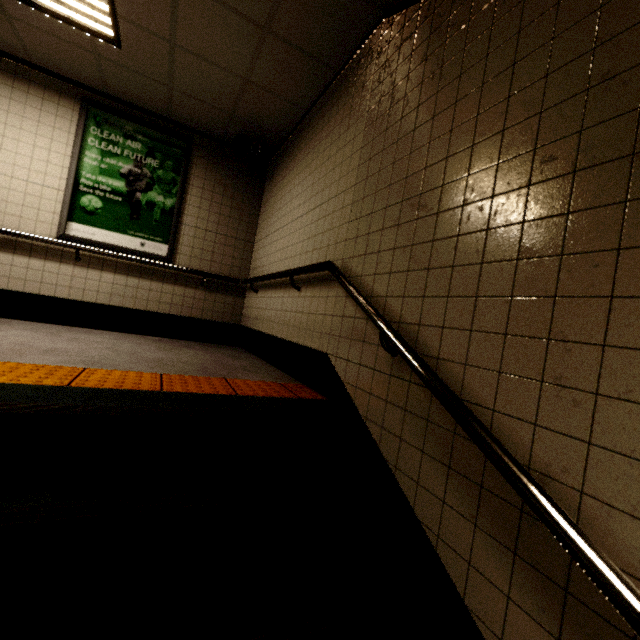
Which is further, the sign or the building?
the sign

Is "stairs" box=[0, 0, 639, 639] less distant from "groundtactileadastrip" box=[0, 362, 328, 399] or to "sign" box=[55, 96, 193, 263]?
"groundtactileadastrip" box=[0, 362, 328, 399]

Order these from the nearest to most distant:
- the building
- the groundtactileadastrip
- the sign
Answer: the groundtactileadastrip, the building, the sign

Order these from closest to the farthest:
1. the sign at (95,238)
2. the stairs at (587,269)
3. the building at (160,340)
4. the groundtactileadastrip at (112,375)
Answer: the stairs at (587,269)
the groundtactileadastrip at (112,375)
the building at (160,340)
the sign at (95,238)

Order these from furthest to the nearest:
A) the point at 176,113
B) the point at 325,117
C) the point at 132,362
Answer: the point at 176,113
the point at 325,117
the point at 132,362

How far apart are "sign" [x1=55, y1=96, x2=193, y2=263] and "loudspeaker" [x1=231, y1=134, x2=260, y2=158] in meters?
0.7

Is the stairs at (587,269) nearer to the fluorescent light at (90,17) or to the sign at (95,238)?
the fluorescent light at (90,17)

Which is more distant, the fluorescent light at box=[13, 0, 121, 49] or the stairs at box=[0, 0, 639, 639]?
the fluorescent light at box=[13, 0, 121, 49]
